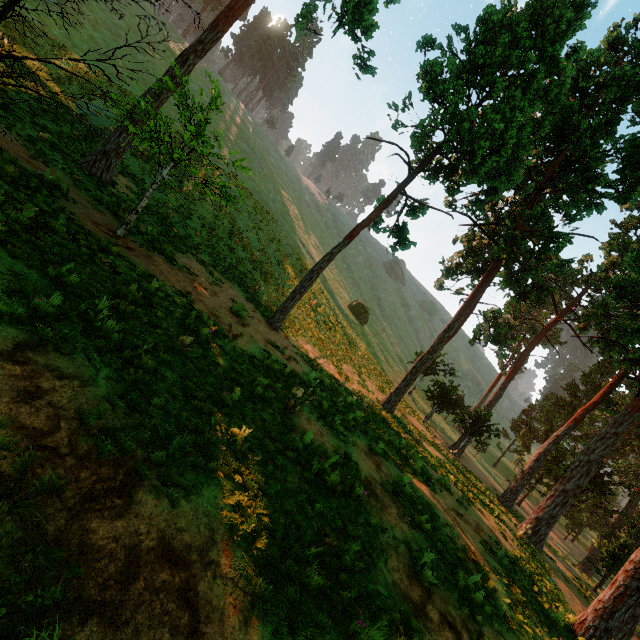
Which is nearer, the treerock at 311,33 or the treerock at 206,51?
the treerock at 206,51

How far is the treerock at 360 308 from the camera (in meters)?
46.91

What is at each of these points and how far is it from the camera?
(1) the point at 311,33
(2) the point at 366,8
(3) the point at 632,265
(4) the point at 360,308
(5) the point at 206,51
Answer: (1) treerock, 14.3m
(2) treerock, 12.2m
(3) treerock, 13.2m
(4) treerock, 46.9m
(5) treerock, 13.4m

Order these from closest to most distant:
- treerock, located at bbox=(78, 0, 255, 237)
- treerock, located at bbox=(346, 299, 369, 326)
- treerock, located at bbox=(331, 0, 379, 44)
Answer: treerock, located at bbox=(78, 0, 255, 237)
treerock, located at bbox=(331, 0, 379, 44)
treerock, located at bbox=(346, 299, 369, 326)

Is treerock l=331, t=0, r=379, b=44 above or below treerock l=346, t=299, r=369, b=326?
above

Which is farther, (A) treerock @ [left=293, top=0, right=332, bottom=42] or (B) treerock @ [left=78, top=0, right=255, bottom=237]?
(A) treerock @ [left=293, top=0, right=332, bottom=42]
